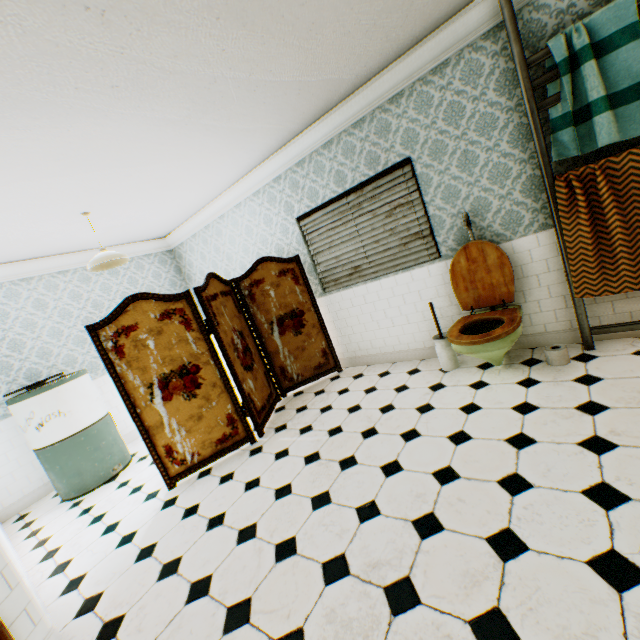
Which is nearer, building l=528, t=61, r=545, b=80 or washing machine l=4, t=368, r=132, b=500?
building l=528, t=61, r=545, b=80

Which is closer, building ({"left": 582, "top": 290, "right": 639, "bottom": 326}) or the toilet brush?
building ({"left": 582, "top": 290, "right": 639, "bottom": 326})

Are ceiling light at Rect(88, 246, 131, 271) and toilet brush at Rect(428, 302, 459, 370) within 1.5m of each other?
no

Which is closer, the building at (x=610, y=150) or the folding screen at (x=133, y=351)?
the building at (x=610, y=150)

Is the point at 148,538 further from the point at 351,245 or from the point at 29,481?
the point at 351,245

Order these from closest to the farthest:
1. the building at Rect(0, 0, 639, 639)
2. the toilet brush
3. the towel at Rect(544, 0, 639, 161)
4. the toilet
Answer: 1. the building at Rect(0, 0, 639, 639)
2. the towel at Rect(544, 0, 639, 161)
3. the toilet
4. the toilet brush

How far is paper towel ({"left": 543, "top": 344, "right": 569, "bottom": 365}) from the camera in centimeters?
288cm

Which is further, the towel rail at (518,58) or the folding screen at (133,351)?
the folding screen at (133,351)
